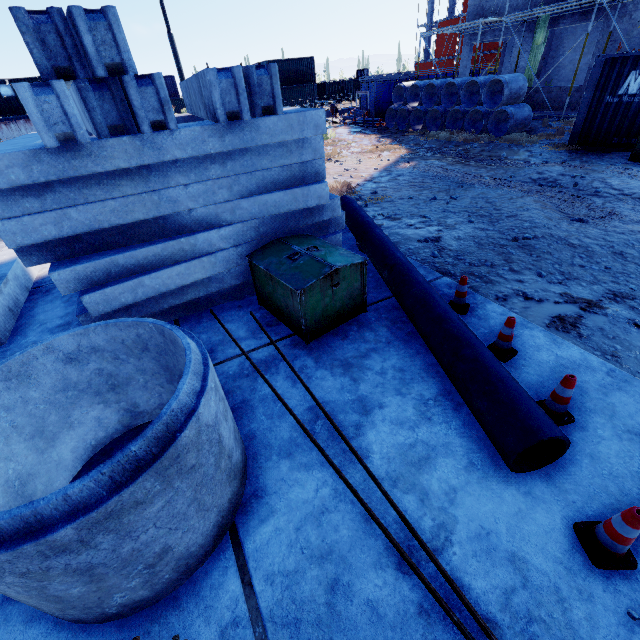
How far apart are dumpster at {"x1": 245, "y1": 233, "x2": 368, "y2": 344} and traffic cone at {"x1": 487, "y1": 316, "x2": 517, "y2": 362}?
1.59m

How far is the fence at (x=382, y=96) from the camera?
19.8 meters

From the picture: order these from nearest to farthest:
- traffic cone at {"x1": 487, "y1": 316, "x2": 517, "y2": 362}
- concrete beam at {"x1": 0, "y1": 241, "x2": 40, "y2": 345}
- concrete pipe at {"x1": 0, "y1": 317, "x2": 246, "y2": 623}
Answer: concrete pipe at {"x1": 0, "y1": 317, "x2": 246, "y2": 623} → traffic cone at {"x1": 487, "y1": 316, "x2": 517, "y2": 362} → concrete beam at {"x1": 0, "y1": 241, "x2": 40, "y2": 345}

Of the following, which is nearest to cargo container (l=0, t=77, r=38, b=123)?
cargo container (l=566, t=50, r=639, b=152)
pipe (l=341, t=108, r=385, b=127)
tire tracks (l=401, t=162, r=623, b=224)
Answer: pipe (l=341, t=108, r=385, b=127)

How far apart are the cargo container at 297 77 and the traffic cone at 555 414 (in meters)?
45.87

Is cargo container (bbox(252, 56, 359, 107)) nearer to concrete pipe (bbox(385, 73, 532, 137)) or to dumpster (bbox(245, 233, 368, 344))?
concrete pipe (bbox(385, 73, 532, 137))

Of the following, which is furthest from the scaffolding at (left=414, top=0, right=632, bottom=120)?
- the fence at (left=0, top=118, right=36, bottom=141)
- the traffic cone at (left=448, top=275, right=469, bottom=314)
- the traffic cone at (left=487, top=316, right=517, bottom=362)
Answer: the traffic cone at (left=487, top=316, right=517, bottom=362)

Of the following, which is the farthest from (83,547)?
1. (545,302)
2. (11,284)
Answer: (11,284)
